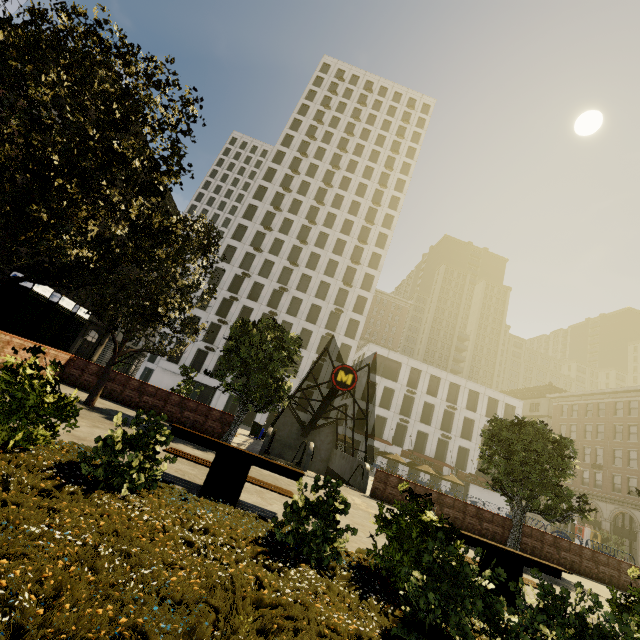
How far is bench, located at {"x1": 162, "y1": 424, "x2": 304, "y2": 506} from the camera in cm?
575

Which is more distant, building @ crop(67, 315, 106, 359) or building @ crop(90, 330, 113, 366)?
building @ crop(90, 330, 113, 366)

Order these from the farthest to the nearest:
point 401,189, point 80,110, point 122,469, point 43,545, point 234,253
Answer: point 401,189
point 234,253
point 80,110
point 122,469
point 43,545

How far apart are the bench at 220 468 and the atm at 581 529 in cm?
4923

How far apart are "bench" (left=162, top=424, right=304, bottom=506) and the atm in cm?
4923

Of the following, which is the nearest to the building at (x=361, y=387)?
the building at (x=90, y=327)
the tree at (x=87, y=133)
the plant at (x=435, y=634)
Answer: the tree at (x=87, y=133)

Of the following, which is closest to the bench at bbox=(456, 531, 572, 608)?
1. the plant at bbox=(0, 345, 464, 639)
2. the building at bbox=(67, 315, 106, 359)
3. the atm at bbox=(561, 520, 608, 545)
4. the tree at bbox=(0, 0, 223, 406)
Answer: the plant at bbox=(0, 345, 464, 639)

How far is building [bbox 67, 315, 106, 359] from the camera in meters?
44.9
